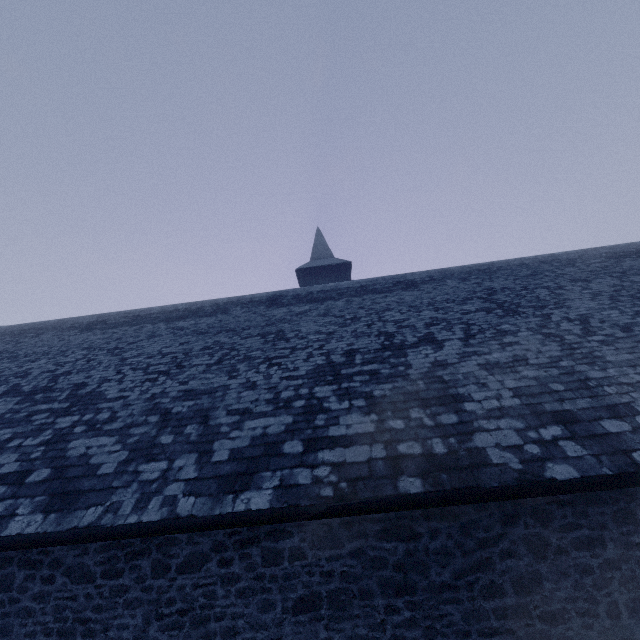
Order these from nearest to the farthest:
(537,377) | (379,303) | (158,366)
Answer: (537,377) → (158,366) → (379,303)
